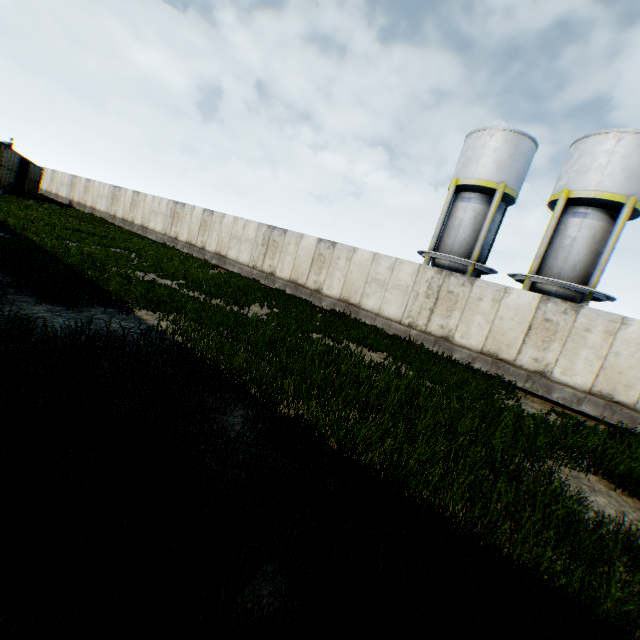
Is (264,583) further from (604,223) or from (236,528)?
(604,223)

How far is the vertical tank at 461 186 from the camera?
18.30m

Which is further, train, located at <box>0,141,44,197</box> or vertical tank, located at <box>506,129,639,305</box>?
train, located at <box>0,141,44,197</box>

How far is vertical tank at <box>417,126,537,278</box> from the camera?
18.3m

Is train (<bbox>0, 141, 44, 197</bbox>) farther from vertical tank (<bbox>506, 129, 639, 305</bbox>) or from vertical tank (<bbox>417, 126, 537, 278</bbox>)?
vertical tank (<bbox>506, 129, 639, 305</bbox>)

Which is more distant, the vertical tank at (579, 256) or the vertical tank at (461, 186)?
the vertical tank at (461, 186)

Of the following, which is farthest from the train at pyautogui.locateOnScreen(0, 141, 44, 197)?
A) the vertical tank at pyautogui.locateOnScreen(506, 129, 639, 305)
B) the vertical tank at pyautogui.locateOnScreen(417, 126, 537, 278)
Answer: the vertical tank at pyautogui.locateOnScreen(506, 129, 639, 305)
